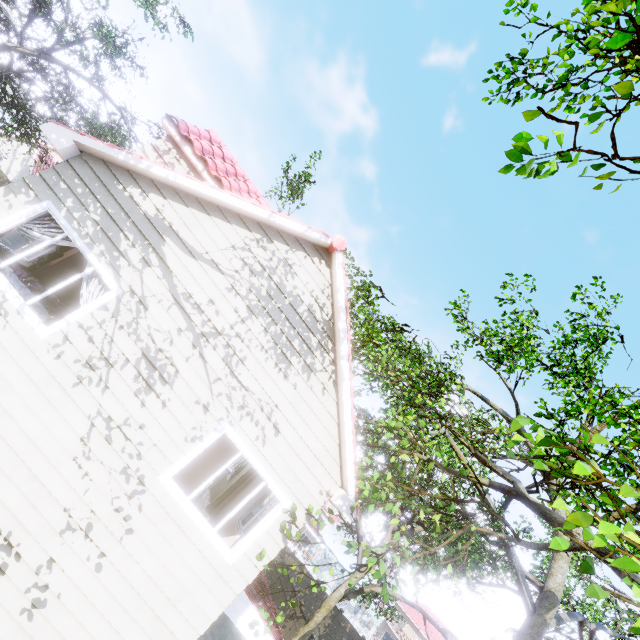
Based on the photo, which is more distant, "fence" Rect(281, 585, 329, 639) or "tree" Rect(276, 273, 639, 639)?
"fence" Rect(281, 585, 329, 639)

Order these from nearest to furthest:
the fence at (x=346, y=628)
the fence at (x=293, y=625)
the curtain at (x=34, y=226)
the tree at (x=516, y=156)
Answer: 1. the tree at (x=516, y=156)
2. the curtain at (x=34, y=226)
3. the fence at (x=293, y=625)
4. the fence at (x=346, y=628)

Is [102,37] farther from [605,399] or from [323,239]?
[605,399]

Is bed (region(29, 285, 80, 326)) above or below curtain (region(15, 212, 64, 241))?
below

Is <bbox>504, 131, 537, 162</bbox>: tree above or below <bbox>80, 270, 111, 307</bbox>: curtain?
above

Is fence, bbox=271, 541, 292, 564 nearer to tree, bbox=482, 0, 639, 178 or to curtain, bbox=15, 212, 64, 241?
tree, bbox=482, 0, 639, 178

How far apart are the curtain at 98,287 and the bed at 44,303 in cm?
113

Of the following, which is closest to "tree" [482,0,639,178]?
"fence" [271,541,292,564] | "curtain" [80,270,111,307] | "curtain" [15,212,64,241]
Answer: "fence" [271,541,292,564]
